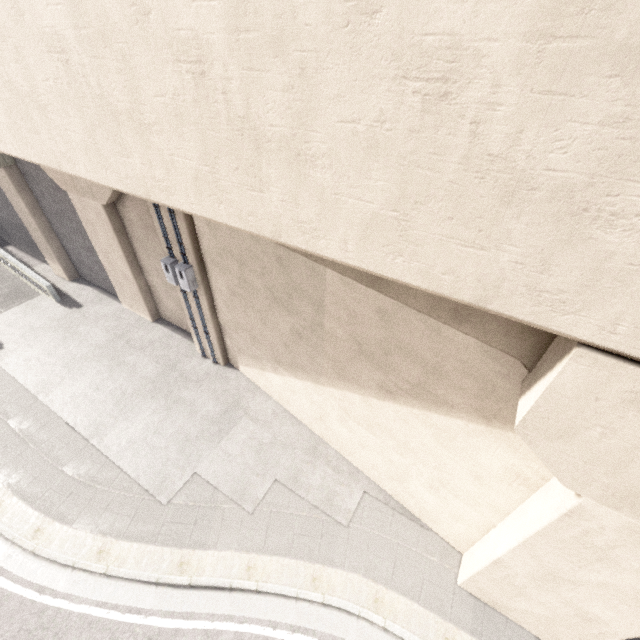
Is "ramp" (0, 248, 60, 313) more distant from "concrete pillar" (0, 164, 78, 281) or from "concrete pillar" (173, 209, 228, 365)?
"concrete pillar" (173, 209, 228, 365)

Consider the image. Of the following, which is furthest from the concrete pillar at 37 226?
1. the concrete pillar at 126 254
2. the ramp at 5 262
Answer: the ramp at 5 262

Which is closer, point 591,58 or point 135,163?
point 591,58

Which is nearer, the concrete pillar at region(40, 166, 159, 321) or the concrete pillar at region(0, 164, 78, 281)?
the concrete pillar at region(40, 166, 159, 321)

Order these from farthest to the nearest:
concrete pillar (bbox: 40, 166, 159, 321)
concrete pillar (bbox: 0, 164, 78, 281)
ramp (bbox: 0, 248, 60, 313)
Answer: ramp (bbox: 0, 248, 60, 313) < concrete pillar (bbox: 0, 164, 78, 281) < concrete pillar (bbox: 40, 166, 159, 321)

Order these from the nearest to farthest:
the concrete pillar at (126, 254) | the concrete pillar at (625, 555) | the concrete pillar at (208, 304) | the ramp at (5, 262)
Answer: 1. the concrete pillar at (625, 555)
2. the concrete pillar at (208, 304)
3. the concrete pillar at (126, 254)
4. the ramp at (5, 262)

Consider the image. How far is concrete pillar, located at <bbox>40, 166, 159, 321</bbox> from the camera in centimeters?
1010cm

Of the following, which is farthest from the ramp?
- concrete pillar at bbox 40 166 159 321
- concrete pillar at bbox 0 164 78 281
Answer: concrete pillar at bbox 40 166 159 321
